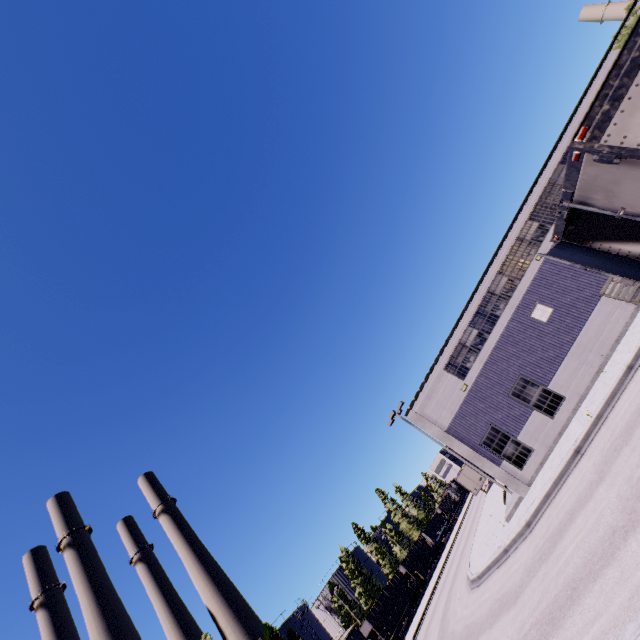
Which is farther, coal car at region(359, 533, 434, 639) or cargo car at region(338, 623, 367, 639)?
coal car at region(359, 533, 434, 639)

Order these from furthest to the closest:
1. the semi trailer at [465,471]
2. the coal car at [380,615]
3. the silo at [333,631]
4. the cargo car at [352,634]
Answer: the silo at [333,631] < the semi trailer at [465,471] < the coal car at [380,615] < the cargo car at [352,634]

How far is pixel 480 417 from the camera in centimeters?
2020cm

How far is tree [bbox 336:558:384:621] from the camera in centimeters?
5303cm

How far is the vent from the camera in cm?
1925

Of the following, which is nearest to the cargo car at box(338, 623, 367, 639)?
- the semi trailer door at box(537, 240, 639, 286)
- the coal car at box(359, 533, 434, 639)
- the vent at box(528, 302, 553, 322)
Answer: the coal car at box(359, 533, 434, 639)

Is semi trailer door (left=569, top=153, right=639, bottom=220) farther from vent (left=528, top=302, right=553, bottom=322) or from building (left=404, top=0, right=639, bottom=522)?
vent (left=528, top=302, right=553, bottom=322)

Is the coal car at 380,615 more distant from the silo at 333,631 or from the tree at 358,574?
the silo at 333,631
